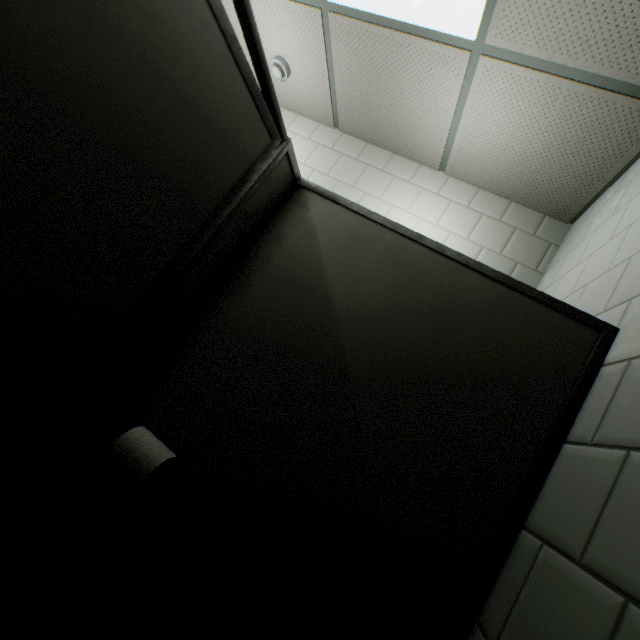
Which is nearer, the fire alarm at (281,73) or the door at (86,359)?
the door at (86,359)

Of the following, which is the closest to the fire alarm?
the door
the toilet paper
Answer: the door

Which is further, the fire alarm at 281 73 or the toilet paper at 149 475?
the fire alarm at 281 73

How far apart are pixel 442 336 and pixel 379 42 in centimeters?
203cm

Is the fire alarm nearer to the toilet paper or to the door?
the door
